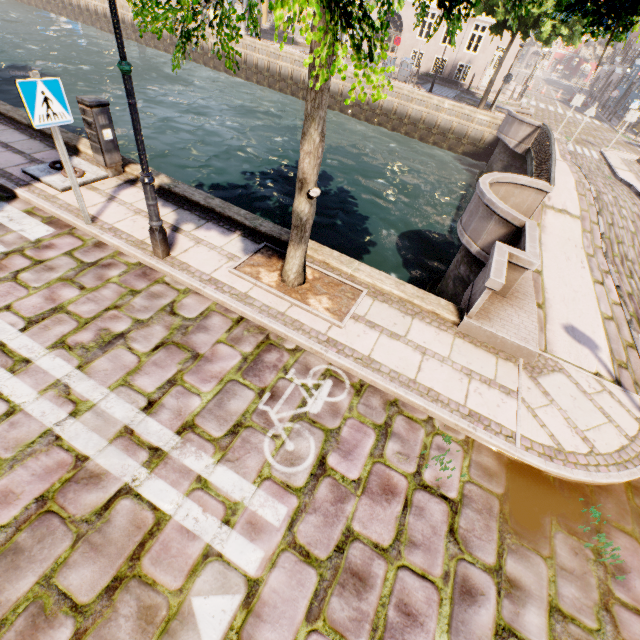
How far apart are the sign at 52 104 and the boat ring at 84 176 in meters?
1.9 m

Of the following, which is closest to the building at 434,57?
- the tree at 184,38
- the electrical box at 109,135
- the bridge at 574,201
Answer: the tree at 184,38

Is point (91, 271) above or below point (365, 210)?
above

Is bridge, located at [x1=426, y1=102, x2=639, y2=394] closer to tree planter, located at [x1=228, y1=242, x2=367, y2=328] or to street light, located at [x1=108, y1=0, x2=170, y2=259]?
tree planter, located at [x1=228, y1=242, x2=367, y2=328]

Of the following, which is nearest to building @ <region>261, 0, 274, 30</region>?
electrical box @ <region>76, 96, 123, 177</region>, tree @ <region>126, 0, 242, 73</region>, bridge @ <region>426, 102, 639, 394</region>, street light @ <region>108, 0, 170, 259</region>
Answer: tree @ <region>126, 0, 242, 73</region>

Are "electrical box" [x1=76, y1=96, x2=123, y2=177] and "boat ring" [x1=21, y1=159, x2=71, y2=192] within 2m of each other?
yes

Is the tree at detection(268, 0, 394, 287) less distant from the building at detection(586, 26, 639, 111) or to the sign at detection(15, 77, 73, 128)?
the sign at detection(15, 77, 73, 128)

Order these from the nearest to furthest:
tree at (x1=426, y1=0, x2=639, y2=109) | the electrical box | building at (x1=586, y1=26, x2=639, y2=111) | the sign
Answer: tree at (x1=426, y1=0, x2=639, y2=109)
the sign
the electrical box
building at (x1=586, y1=26, x2=639, y2=111)
